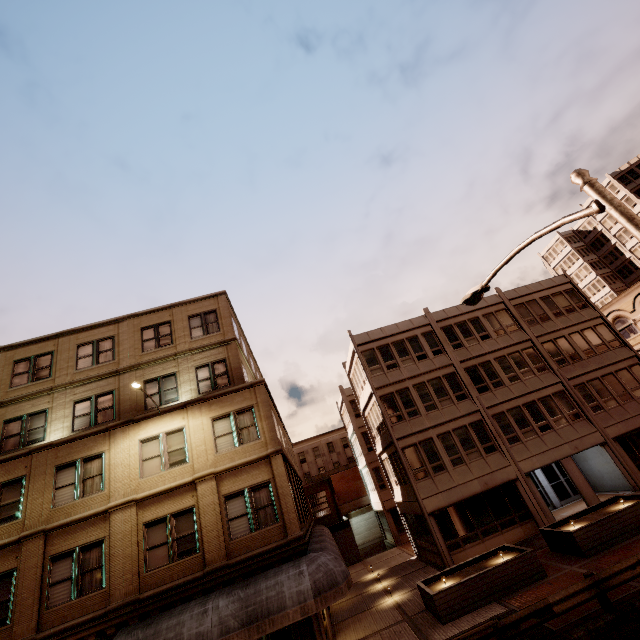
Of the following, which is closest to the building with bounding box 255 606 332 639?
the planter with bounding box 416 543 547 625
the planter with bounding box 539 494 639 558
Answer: the planter with bounding box 416 543 547 625

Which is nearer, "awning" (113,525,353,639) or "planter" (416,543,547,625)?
"awning" (113,525,353,639)

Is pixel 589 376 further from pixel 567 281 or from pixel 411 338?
pixel 411 338

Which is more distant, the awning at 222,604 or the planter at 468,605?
the planter at 468,605

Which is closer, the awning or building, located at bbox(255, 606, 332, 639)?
the awning

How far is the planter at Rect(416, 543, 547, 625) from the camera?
13.12m

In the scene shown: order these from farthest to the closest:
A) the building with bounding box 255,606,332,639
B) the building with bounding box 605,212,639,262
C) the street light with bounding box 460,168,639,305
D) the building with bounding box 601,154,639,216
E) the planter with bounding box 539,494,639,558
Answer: the building with bounding box 605,212,639,262, the building with bounding box 601,154,639,216, the planter with bounding box 539,494,639,558, the building with bounding box 255,606,332,639, the street light with bounding box 460,168,639,305

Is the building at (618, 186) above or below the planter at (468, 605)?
above
